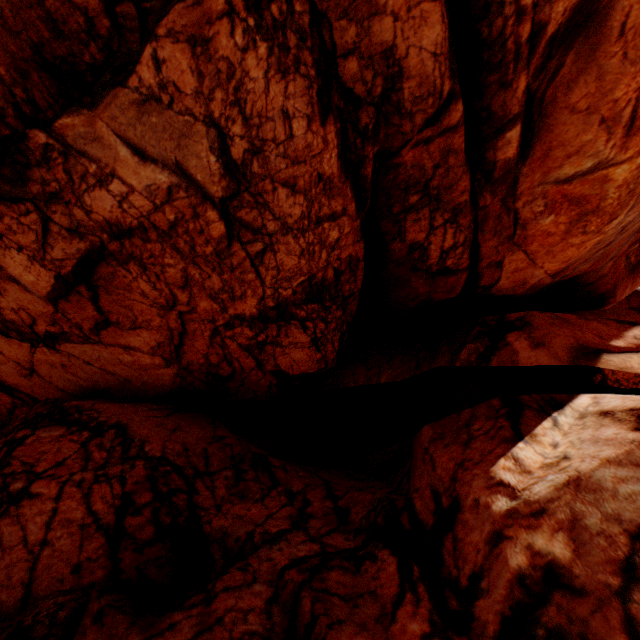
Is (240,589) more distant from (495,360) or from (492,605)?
(495,360)
